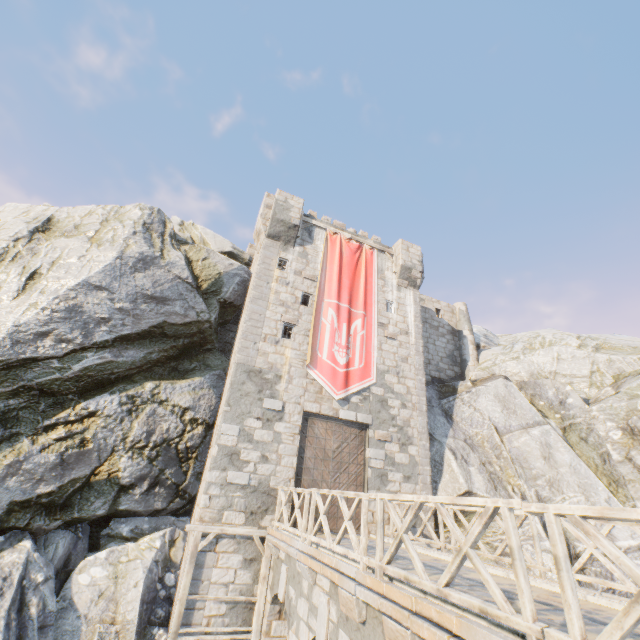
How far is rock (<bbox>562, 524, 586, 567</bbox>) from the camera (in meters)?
12.12

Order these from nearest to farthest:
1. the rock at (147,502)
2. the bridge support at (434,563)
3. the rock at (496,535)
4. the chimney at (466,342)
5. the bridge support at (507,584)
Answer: the bridge support at (507,584)
the bridge support at (434,563)
the rock at (147,502)
the rock at (496,535)
the chimney at (466,342)

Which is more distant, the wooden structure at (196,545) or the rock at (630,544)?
the rock at (630,544)

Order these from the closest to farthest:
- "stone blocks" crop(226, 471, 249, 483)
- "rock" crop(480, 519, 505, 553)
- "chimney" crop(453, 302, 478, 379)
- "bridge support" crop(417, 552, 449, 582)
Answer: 1. "bridge support" crop(417, 552, 449, 582)
2. "stone blocks" crop(226, 471, 249, 483)
3. "rock" crop(480, 519, 505, 553)
4. "chimney" crop(453, 302, 478, 379)

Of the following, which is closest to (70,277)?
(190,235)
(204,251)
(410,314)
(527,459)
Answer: (204,251)

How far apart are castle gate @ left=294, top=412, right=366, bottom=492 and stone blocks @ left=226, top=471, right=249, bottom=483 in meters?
1.6

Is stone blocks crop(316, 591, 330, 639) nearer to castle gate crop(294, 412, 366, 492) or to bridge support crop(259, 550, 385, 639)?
bridge support crop(259, 550, 385, 639)
